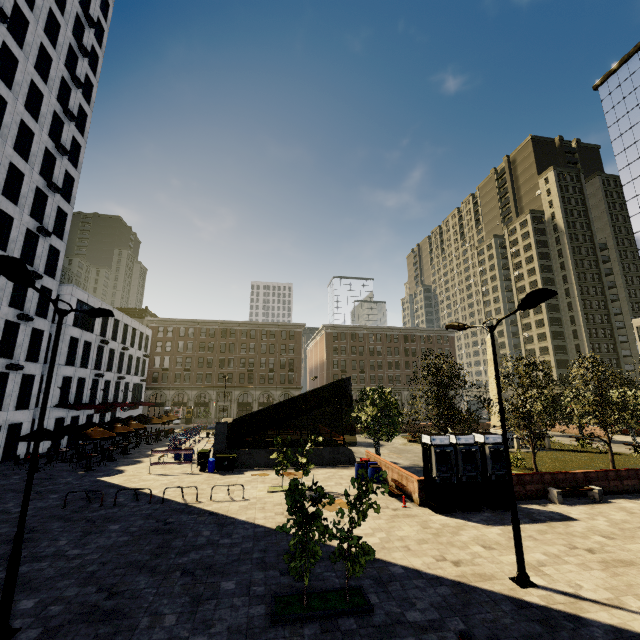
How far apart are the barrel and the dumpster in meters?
9.0

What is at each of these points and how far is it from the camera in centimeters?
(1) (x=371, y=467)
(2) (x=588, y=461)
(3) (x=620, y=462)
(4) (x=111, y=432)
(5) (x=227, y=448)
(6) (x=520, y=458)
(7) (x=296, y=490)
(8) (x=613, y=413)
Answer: (1) barrel, 1964cm
(2) plant, 2525cm
(3) plant, 2497cm
(4) umbrella, 2411cm
(5) underground building, 2503cm
(6) plant, 2278cm
(7) tree, 798cm
(8) tree, 2203cm

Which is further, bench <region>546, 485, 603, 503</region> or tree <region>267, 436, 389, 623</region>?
bench <region>546, 485, 603, 503</region>

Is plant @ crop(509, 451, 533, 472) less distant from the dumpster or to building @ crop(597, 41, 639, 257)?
the dumpster

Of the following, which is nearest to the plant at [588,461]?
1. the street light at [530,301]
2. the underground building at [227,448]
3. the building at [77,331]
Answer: the underground building at [227,448]

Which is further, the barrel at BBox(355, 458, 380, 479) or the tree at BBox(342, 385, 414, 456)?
the tree at BBox(342, 385, 414, 456)

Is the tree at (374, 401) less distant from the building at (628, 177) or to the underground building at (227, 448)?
the underground building at (227, 448)

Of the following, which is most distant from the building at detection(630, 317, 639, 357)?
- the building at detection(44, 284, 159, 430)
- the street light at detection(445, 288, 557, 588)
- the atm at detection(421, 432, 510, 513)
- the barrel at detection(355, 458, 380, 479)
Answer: the barrel at detection(355, 458, 380, 479)
